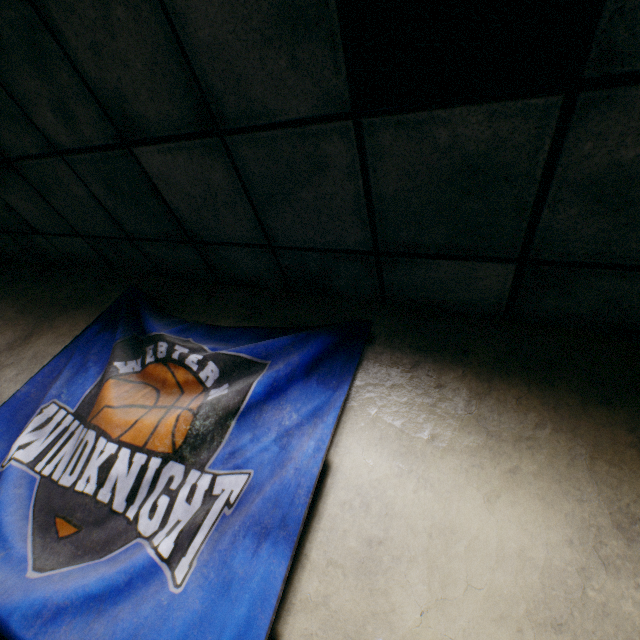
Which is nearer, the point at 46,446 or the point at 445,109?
the point at 445,109
